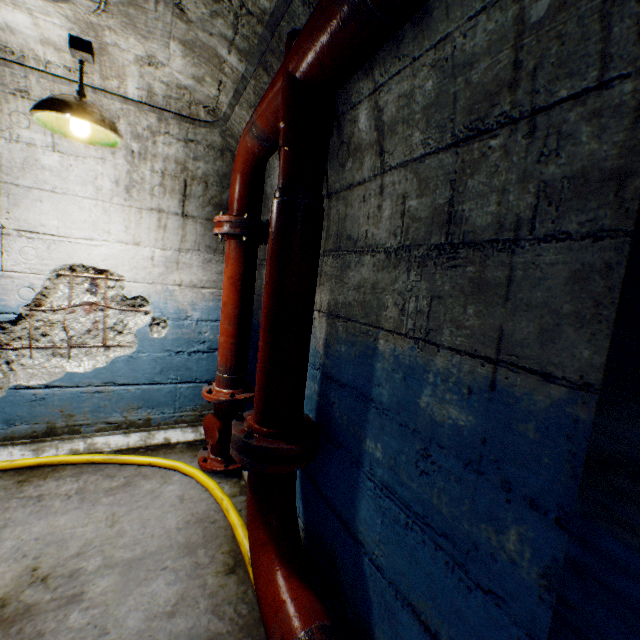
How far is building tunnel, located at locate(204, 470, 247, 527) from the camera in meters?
2.4

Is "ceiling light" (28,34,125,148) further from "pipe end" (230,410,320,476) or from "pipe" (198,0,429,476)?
"pipe end" (230,410,320,476)

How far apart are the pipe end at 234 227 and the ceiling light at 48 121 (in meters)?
0.75

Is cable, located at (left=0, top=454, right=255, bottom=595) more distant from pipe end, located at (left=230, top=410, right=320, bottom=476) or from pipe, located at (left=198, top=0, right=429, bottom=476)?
pipe end, located at (left=230, top=410, right=320, bottom=476)

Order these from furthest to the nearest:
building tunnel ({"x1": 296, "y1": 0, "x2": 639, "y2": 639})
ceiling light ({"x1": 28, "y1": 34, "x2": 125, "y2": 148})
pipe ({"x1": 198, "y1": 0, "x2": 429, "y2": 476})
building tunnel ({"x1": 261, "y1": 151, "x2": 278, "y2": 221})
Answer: building tunnel ({"x1": 261, "y1": 151, "x2": 278, "y2": 221})
ceiling light ({"x1": 28, "y1": 34, "x2": 125, "y2": 148})
pipe ({"x1": 198, "y1": 0, "x2": 429, "y2": 476})
building tunnel ({"x1": 296, "y1": 0, "x2": 639, "y2": 639})

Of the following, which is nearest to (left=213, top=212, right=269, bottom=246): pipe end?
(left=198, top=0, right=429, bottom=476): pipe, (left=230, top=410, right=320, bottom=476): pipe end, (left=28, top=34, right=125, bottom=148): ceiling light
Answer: (left=198, top=0, right=429, bottom=476): pipe

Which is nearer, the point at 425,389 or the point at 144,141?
the point at 425,389

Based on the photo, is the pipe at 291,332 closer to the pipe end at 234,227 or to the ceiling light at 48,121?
the pipe end at 234,227
